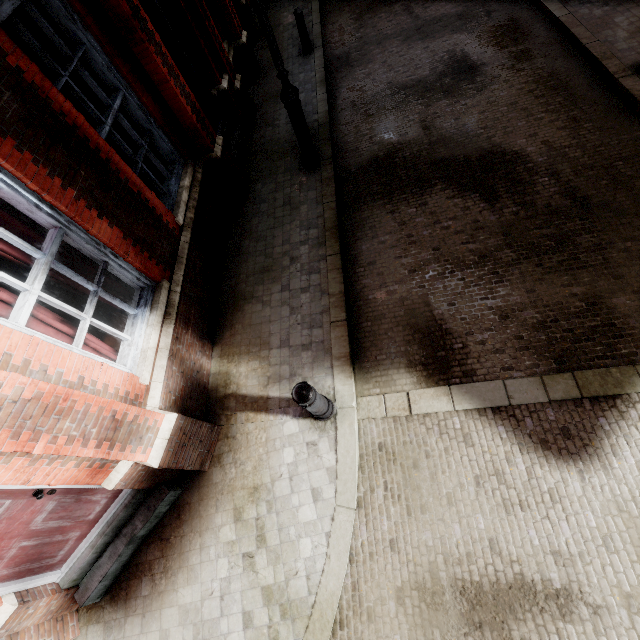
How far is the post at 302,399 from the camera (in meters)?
3.36

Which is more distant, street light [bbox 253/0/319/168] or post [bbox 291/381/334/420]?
street light [bbox 253/0/319/168]

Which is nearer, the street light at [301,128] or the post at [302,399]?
the post at [302,399]

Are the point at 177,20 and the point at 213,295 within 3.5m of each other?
no

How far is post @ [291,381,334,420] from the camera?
3.4m
